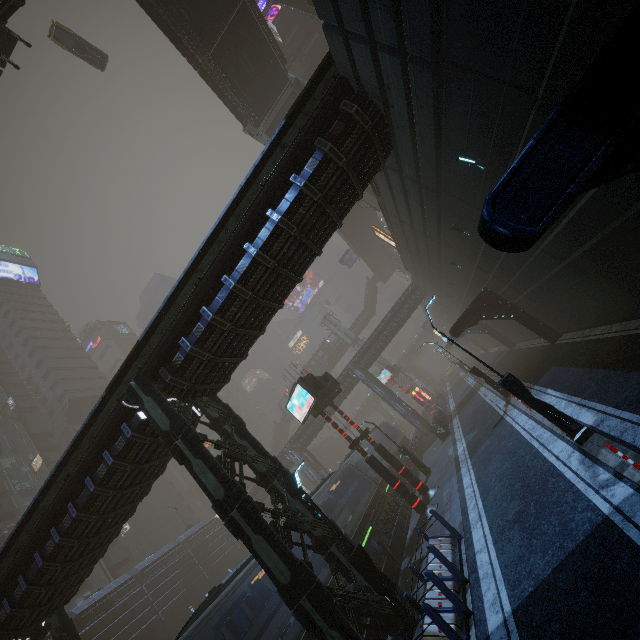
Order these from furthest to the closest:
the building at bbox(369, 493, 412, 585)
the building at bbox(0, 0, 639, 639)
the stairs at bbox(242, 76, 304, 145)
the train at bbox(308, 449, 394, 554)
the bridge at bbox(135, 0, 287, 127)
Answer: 1. the stairs at bbox(242, 76, 304, 145)
2. the bridge at bbox(135, 0, 287, 127)
3. the train at bbox(308, 449, 394, 554)
4. the building at bbox(369, 493, 412, 585)
5. the building at bbox(0, 0, 639, 639)

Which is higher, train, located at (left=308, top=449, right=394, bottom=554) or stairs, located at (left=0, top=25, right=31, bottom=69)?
stairs, located at (left=0, top=25, right=31, bottom=69)

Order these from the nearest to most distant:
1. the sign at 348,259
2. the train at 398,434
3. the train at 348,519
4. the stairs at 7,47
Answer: the stairs at 7,47 < the train at 348,519 < the train at 398,434 < the sign at 348,259

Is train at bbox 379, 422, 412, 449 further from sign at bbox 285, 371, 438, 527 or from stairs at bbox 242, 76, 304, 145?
stairs at bbox 242, 76, 304, 145

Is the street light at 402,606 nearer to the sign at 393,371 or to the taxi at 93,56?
the sign at 393,371

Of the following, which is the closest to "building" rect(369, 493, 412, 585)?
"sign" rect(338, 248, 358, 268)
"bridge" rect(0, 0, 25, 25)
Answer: "sign" rect(338, 248, 358, 268)

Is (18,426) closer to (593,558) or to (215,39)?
(215,39)

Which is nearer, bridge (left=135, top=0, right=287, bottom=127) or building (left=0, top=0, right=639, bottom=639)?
building (left=0, top=0, right=639, bottom=639)
